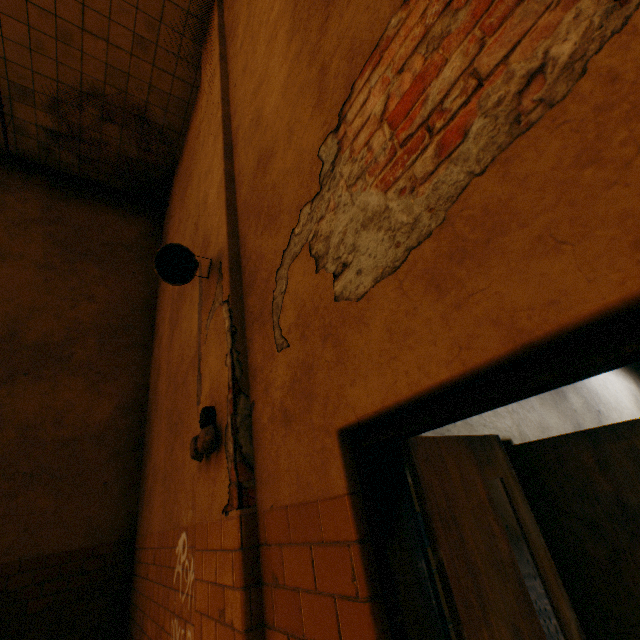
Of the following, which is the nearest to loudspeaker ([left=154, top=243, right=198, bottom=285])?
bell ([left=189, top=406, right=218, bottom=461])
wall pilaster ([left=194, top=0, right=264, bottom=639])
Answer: wall pilaster ([left=194, top=0, right=264, bottom=639])

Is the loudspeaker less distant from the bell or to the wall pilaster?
the wall pilaster

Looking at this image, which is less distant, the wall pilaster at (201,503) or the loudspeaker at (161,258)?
the wall pilaster at (201,503)

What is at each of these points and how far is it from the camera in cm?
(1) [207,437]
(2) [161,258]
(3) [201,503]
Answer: (1) bell, 191
(2) loudspeaker, 240
(3) wall pilaster, 210

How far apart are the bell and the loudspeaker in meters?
1.0

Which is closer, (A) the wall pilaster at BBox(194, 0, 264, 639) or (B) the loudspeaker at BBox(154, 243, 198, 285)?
(A) the wall pilaster at BBox(194, 0, 264, 639)

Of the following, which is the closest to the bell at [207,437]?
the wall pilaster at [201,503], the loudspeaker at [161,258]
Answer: the wall pilaster at [201,503]
